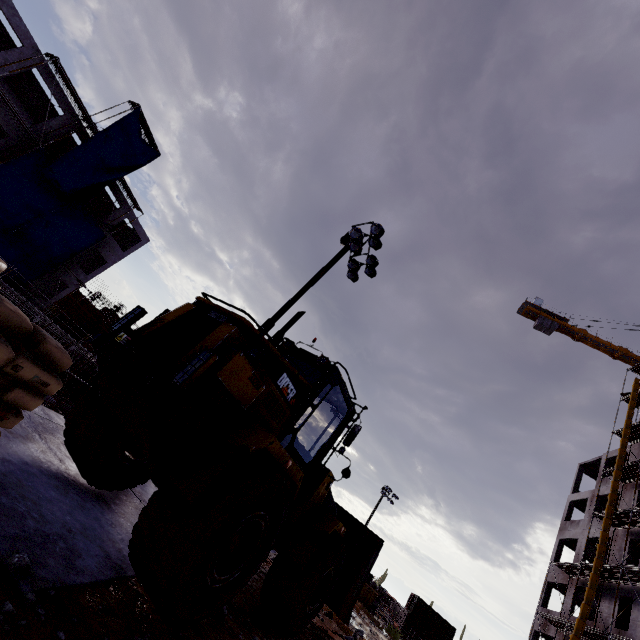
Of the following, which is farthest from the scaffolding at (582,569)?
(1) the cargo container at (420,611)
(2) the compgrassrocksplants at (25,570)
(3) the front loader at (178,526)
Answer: (1) the cargo container at (420,611)

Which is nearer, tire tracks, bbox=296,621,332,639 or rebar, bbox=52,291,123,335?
tire tracks, bbox=296,621,332,639

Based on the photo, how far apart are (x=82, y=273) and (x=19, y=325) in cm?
3414

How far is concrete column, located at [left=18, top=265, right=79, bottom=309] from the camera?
28.1 meters

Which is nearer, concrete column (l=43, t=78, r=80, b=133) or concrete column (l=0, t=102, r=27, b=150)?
concrete column (l=0, t=102, r=27, b=150)

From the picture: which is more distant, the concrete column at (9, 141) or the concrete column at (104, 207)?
the concrete column at (104, 207)
